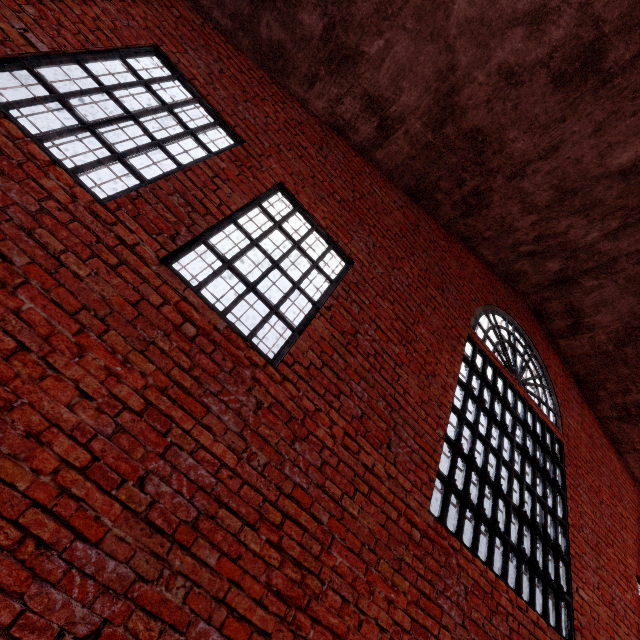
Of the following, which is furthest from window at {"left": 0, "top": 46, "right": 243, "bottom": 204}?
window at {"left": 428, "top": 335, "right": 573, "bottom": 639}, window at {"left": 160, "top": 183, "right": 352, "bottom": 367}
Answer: window at {"left": 428, "top": 335, "right": 573, "bottom": 639}

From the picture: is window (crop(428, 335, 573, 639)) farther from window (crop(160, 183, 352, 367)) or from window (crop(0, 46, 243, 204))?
window (crop(0, 46, 243, 204))

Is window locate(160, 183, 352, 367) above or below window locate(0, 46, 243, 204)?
below

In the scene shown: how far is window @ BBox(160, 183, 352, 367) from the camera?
3.0m

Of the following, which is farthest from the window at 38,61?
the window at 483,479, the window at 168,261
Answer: the window at 483,479

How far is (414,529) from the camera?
3.3 meters

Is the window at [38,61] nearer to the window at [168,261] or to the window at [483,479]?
the window at [168,261]

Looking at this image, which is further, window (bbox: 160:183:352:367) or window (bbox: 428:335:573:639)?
window (bbox: 428:335:573:639)
